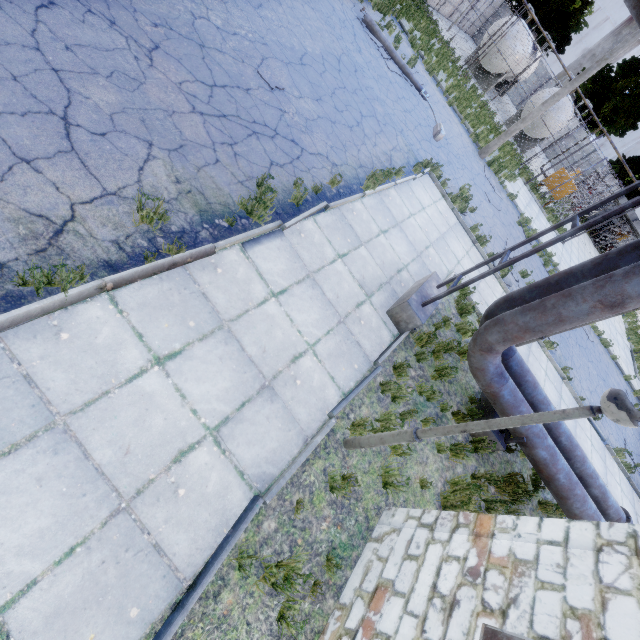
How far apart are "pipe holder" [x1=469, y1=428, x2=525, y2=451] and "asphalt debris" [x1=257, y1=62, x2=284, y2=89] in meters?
8.6 m

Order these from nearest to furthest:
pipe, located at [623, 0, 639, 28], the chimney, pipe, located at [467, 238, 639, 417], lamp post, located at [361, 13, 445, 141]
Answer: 1. pipe, located at [623, 0, 639, 28]
2. pipe, located at [467, 238, 639, 417]
3. lamp post, located at [361, 13, 445, 141]
4. the chimney

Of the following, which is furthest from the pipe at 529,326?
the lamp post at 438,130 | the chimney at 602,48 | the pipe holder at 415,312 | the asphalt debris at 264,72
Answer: the chimney at 602,48

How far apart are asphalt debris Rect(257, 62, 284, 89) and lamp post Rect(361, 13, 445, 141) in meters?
9.0

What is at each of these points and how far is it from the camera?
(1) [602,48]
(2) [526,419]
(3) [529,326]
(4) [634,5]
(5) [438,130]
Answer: (1) chimney, 59.8 meters
(2) lamp post, 3.0 meters
(3) pipe, 5.2 meters
(4) pipe, 4.0 meters
(5) lamp post, 13.1 meters

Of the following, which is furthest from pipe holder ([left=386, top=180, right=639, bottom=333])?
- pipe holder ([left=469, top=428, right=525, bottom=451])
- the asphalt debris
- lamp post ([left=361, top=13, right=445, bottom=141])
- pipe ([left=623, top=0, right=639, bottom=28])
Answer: lamp post ([left=361, top=13, right=445, bottom=141])

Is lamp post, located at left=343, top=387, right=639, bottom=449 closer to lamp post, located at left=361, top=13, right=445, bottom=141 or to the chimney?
lamp post, located at left=361, top=13, right=445, bottom=141

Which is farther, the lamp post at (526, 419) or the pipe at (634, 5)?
the pipe at (634, 5)
